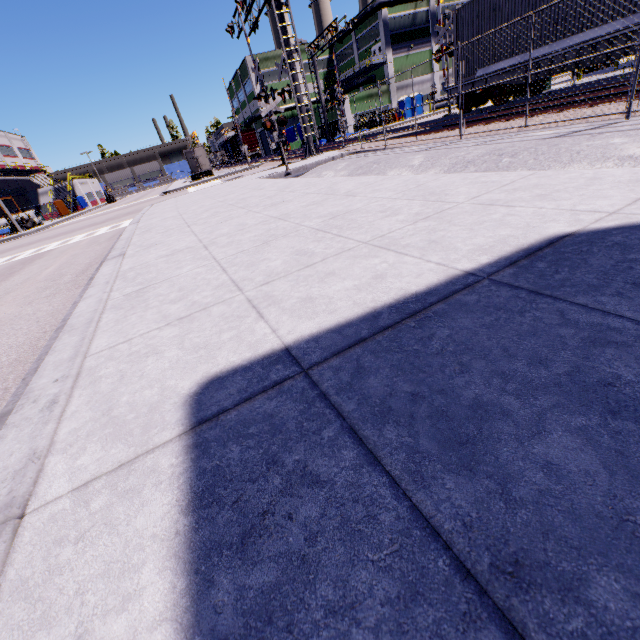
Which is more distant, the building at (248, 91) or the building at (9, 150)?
the building at (248, 91)

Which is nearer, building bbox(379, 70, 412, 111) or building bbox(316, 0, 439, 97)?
building bbox(316, 0, 439, 97)

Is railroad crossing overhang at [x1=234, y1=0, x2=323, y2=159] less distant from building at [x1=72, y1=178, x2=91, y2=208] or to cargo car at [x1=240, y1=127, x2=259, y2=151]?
building at [x1=72, y1=178, x2=91, y2=208]

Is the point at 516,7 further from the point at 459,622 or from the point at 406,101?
the point at 406,101

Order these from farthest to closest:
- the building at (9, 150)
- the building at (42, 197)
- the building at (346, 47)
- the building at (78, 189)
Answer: the building at (78, 189), the building at (9, 150), the building at (42, 197), the building at (346, 47)

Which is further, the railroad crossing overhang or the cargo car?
the cargo car

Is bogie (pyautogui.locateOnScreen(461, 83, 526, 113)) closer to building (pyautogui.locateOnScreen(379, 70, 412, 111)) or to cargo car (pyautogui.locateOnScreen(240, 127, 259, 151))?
building (pyautogui.locateOnScreen(379, 70, 412, 111))

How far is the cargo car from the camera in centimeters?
5712cm
